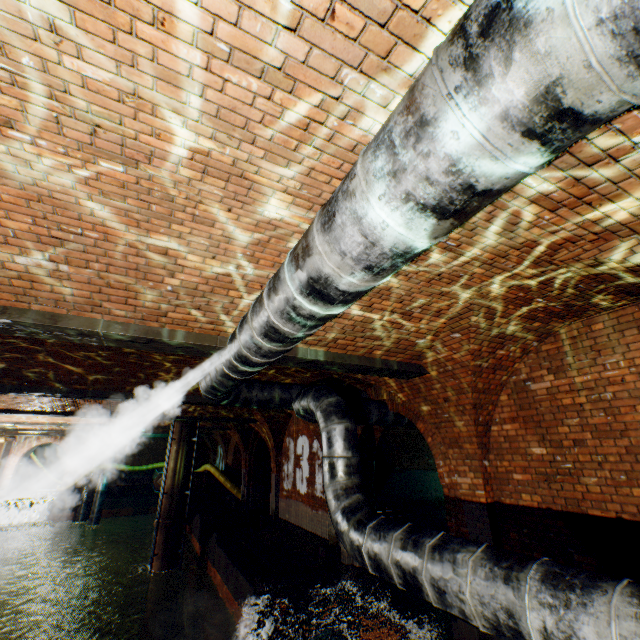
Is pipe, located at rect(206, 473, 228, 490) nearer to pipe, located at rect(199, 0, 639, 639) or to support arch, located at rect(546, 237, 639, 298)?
pipe, located at rect(199, 0, 639, 639)

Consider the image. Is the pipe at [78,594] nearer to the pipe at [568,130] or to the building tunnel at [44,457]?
the building tunnel at [44,457]

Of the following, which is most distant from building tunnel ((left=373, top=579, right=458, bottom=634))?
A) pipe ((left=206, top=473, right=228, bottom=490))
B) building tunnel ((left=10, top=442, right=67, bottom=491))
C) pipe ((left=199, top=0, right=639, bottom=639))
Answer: building tunnel ((left=10, top=442, right=67, bottom=491))

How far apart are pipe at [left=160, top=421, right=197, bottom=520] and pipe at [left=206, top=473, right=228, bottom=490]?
5.57m

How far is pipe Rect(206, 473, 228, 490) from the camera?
19.8 meters

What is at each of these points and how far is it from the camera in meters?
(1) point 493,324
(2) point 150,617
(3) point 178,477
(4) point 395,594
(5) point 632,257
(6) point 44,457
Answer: (1) support arch, 4.4
(2) pipe, 12.0
(3) pipe, 13.8
(4) building tunnel, 7.6
(5) support arch, 2.8
(6) building tunnel, 32.3

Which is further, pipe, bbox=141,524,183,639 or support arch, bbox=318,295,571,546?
pipe, bbox=141,524,183,639

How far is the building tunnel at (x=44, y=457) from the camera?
27.5m
